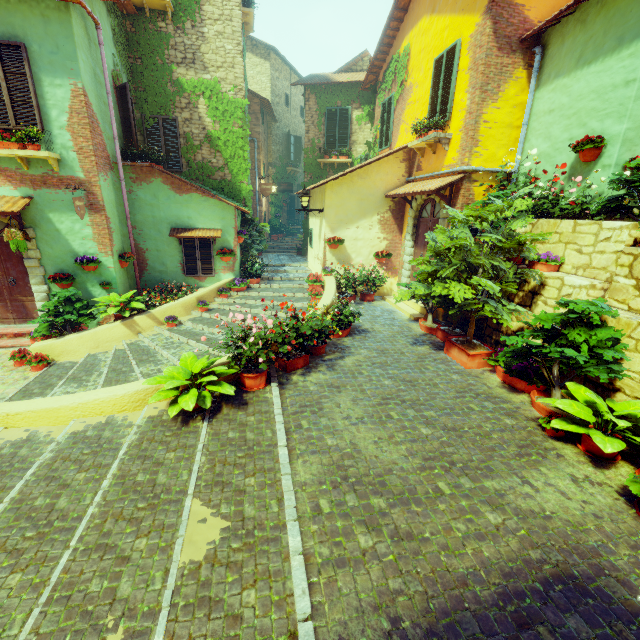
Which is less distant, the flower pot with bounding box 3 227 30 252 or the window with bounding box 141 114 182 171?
the flower pot with bounding box 3 227 30 252

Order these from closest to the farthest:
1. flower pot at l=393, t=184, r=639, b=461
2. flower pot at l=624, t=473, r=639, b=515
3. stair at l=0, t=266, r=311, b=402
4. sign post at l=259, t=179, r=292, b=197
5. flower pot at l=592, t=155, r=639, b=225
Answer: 1. flower pot at l=624, t=473, r=639, b=515
2. flower pot at l=393, t=184, r=639, b=461
3. flower pot at l=592, t=155, r=639, b=225
4. stair at l=0, t=266, r=311, b=402
5. sign post at l=259, t=179, r=292, b=197

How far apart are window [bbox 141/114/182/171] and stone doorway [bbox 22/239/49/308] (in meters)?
4.53

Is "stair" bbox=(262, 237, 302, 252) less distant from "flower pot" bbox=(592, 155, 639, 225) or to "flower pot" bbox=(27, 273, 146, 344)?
"flower pot" bbox=(27, 273, 146, 344)

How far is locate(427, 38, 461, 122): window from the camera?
7.73m

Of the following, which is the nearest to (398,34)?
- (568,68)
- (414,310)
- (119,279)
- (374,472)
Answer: (568,68)

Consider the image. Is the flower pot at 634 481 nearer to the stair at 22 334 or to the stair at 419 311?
the stair at 419 311

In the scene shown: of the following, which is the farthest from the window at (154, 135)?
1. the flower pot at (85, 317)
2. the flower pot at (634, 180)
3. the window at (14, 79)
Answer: the flower pot at (634, 180)
